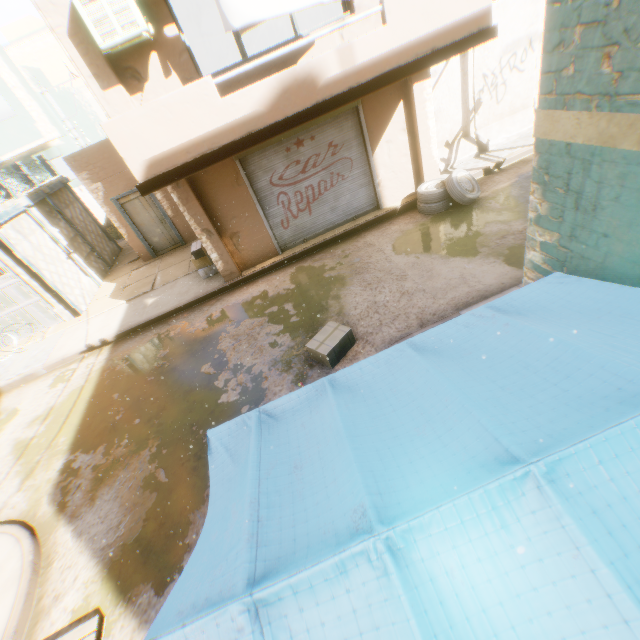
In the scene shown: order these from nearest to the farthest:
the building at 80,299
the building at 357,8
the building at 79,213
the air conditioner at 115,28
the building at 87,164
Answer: the air conditioner at 115,28, the building at 87,164, the building at 357,8, the building at 80,299, the building at 79,213

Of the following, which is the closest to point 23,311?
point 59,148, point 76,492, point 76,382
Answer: point 76,382

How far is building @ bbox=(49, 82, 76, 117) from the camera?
22.19m

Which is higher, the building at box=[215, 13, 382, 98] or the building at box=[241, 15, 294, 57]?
the building at box=[241, 15, 294, 57]

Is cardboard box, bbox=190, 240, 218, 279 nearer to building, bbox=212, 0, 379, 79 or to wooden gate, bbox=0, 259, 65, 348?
building, bbox=212, 0, 379, 79

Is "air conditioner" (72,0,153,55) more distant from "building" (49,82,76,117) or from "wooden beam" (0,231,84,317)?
"wooden beam" (0,231,84,317)

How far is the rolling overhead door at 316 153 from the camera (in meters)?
8.00
